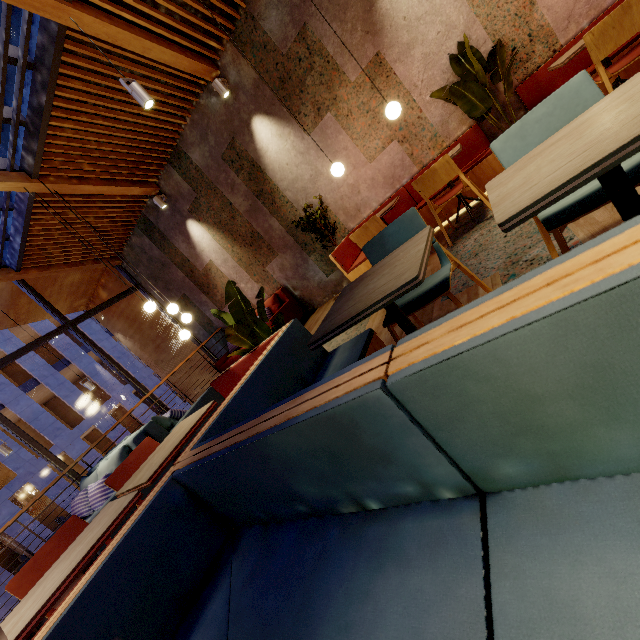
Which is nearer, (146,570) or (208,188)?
(146,570)

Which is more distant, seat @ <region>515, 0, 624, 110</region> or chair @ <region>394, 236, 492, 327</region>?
seat @ <region>515, 0, 624, 110</region>

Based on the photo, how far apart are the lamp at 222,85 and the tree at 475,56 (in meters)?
3.18

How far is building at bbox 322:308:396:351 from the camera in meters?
3.0

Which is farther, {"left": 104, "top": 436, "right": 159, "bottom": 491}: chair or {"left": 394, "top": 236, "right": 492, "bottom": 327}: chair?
{"left": 104, "top": 436, "right": 159, "bottom": 491}: chair

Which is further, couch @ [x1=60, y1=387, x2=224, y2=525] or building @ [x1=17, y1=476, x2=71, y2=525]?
building @ [x1=17, y1=476, x2=71, y2=525]

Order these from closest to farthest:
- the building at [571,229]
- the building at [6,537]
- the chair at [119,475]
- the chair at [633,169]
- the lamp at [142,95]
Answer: the chair at [633,169] → the building at [571,229] → the chair at [119,475] → the lamp at [142,95] → the building at [6,537]

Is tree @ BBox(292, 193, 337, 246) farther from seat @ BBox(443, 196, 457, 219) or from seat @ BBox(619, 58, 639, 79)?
seat @ BBox(619, 58, 639, 79)
